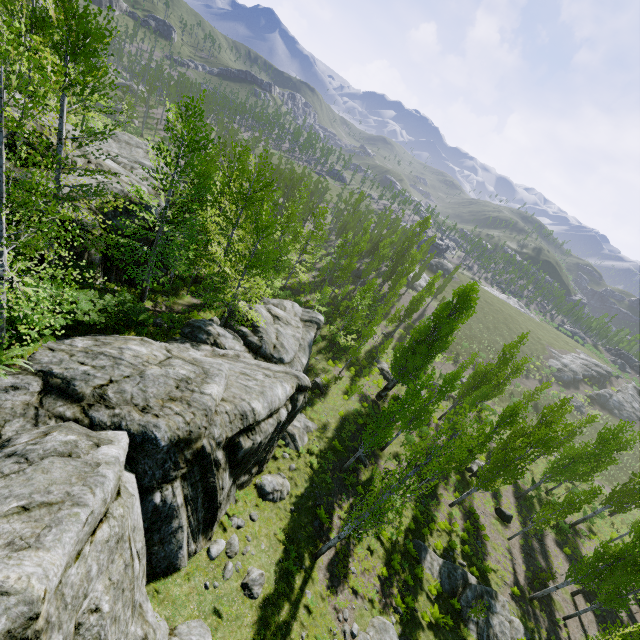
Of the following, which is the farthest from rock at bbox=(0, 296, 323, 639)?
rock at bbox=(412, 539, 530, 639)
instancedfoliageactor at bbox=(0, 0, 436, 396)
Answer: rock at bbox=(412, 539, 530, 639)

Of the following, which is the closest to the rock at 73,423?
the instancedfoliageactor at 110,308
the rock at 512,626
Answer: the instancedfoliageactor at 110,308

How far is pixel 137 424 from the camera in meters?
8.2 m

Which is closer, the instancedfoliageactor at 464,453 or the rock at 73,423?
the rock at 73,423

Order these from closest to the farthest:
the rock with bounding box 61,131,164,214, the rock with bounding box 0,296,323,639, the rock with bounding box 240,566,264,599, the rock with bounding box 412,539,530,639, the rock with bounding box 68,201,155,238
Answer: the rock with bounding box 0,296,323,639 → the rock with bounding box 240,566,264,599 → the rock with bounding box 68,201,155,238 → the rock with bounding box 61,131,164,214 → the rock with bounding box 412,539,530,639

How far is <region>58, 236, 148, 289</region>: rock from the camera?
15.10m

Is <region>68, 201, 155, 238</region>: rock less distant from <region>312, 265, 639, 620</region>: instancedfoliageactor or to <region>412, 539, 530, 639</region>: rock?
<region>312, 265, 639, 620</region>: instancedfoliageactor
